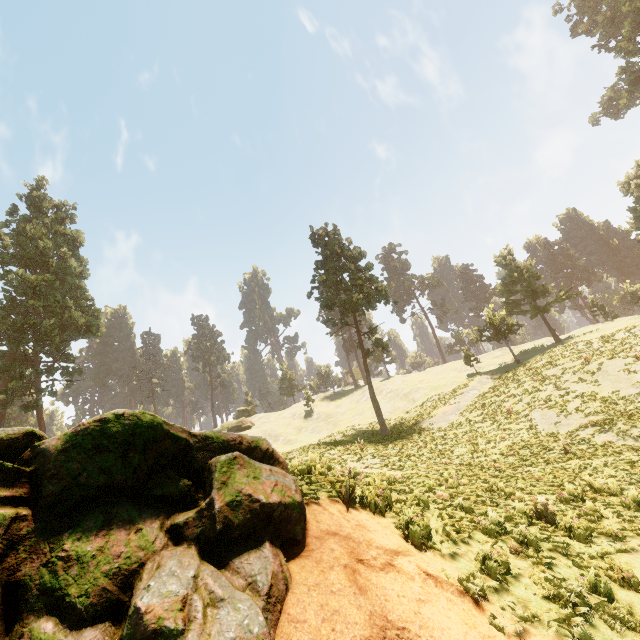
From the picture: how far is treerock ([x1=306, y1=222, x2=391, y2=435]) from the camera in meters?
31.8

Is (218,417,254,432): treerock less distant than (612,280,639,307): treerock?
No

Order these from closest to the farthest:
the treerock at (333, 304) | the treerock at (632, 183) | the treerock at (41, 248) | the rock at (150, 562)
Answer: the rock at (150, 562)
the treerock at (333, 304)
the treerock at (41, 248)
the treerock at (632, 183)

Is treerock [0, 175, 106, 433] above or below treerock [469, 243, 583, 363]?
above

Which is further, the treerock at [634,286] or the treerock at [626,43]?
the treerock at [634,286]

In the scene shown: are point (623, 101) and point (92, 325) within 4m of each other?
no

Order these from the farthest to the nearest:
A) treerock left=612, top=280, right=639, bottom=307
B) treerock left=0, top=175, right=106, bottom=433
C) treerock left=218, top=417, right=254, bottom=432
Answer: treerock left=218, top=417, right=254, bottom=432, treerock left=612, top=280, right=639, bottom=307, treerock left=0, top=175, right=106, bottom=433
